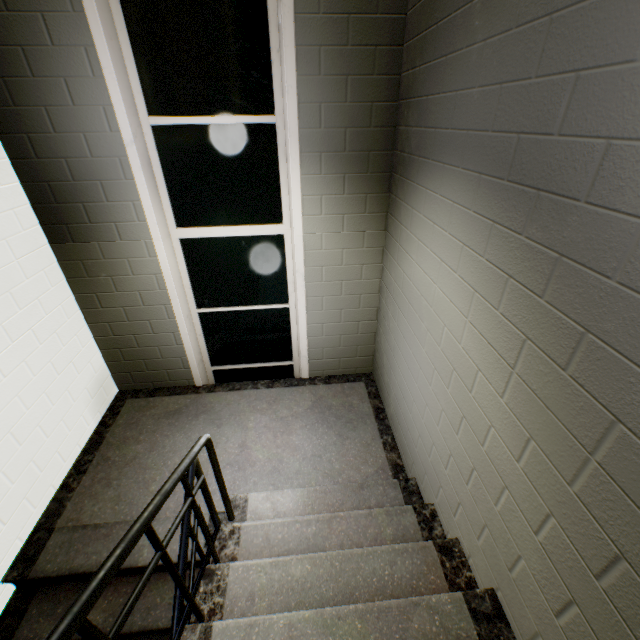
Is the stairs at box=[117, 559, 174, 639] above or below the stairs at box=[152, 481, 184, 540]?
below

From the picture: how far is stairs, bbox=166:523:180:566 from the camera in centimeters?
229cm

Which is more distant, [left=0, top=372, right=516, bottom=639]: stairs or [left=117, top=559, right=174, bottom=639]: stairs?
[left=117, top=559, right=174, bottom=639]: stairs

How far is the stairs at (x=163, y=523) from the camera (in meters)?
2.45

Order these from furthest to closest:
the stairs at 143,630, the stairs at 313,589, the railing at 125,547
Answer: the stairs at 143,630
the stairs at 313,589
the railing at 125,547

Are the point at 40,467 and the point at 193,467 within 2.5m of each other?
yes

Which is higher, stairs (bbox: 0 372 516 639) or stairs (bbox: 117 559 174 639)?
stairs (bbox: 0 372 516 639)
